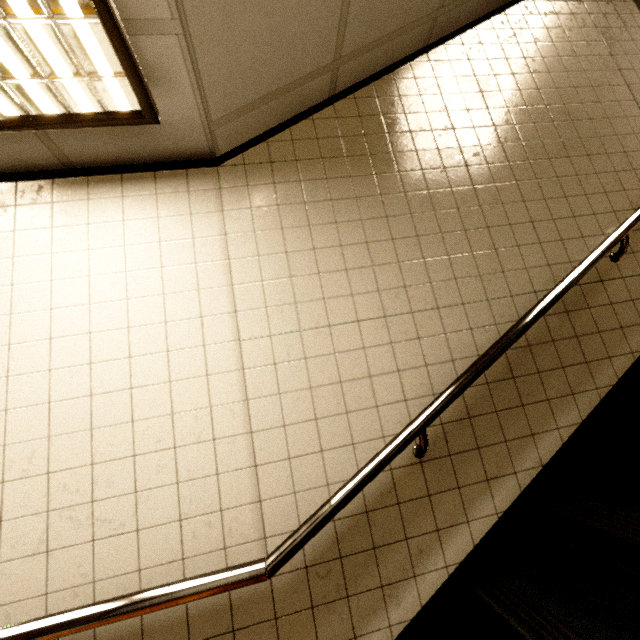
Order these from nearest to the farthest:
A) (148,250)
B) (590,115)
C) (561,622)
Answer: (561,622) → (148,250) → (590,115)
